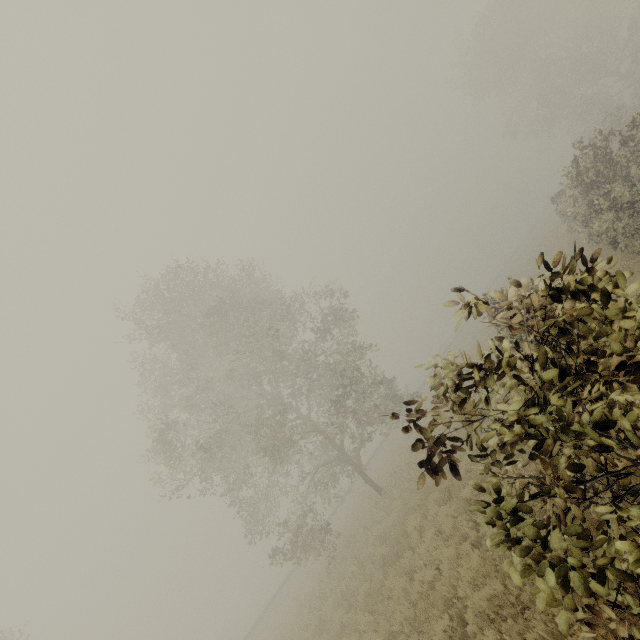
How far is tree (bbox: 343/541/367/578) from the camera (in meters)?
11.62

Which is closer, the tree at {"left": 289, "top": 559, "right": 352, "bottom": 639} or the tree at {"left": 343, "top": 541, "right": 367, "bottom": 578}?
the tree at {"left": 343, "top": 541, "right": 367, "bottom": 578}

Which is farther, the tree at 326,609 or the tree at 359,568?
the tree at 326,609

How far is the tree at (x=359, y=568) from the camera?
11.6m

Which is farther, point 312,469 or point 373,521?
point 312,469
